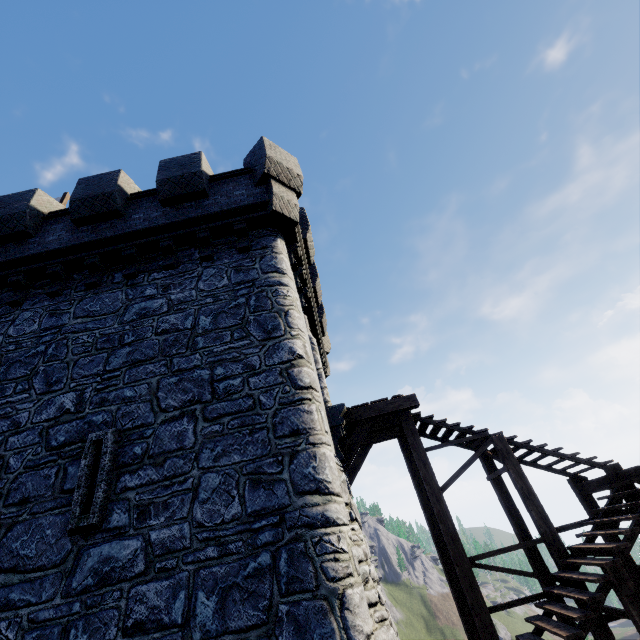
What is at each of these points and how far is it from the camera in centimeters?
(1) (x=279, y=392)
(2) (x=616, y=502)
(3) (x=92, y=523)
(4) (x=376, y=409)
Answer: (1) building, 602cm
(2) stairs, 788cm
(3) window slit, 499cm
(4) wooden platform, 878cm

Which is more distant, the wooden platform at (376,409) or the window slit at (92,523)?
the wooden platform at (376,409)

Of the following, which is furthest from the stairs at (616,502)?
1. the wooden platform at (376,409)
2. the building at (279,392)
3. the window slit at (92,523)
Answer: the window slit at (92,523)

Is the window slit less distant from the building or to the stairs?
the building

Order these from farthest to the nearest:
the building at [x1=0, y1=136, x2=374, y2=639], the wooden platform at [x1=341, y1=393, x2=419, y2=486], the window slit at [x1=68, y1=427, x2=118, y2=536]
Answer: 1. the wooden platform at [x1=341, y1=393, x2=419, y2=486]
2. the window slit at [x1=68, y1=427, x2=118, y2=536]
3. the building at [x1=0, y1=136, x2=374, y2=639]

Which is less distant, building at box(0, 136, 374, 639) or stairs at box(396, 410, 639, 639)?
building at box(0, 136, 374, 639)

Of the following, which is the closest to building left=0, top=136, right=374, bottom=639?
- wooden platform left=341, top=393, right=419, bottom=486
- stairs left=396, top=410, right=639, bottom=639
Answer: wooden platform left=341, top=393, right=419, bottom=486

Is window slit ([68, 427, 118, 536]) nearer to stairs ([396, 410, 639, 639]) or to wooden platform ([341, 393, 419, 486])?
wooden platform ([341, 393, 419, 486])
